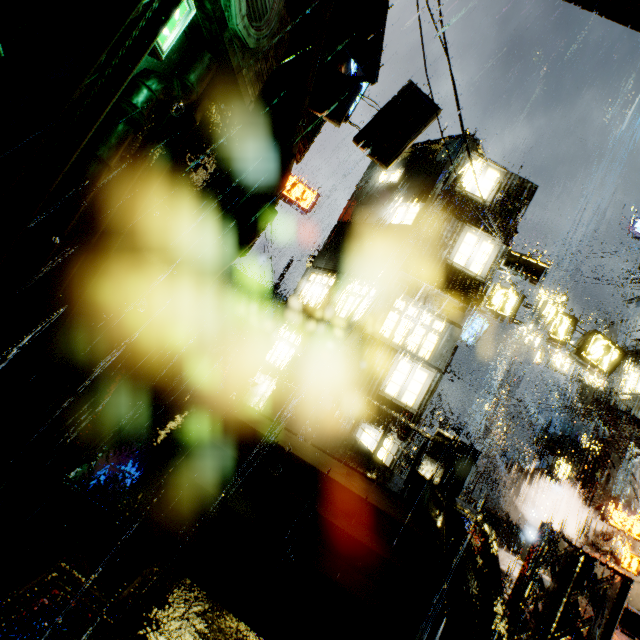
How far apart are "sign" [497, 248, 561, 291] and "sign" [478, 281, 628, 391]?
0.7m

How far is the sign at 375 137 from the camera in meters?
11.6 m

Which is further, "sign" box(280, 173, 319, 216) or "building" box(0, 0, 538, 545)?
"sign" box(280, 173, 319, 216)

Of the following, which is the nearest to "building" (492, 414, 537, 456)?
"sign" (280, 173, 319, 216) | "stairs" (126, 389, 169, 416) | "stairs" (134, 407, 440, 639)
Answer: "stairs" (126, 389, 169, 416)

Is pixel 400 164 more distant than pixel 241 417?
Yes

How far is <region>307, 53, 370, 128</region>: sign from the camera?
11.6 meters

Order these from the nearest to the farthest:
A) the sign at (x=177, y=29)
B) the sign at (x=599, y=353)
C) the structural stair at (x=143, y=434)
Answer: the structural stair at (x=143, y=434) → the sign at (x=177, y=29) → the sign at (x=599, y=353)

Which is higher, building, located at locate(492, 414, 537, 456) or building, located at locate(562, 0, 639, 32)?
building, located at locate(562, 0, 639, 32)
